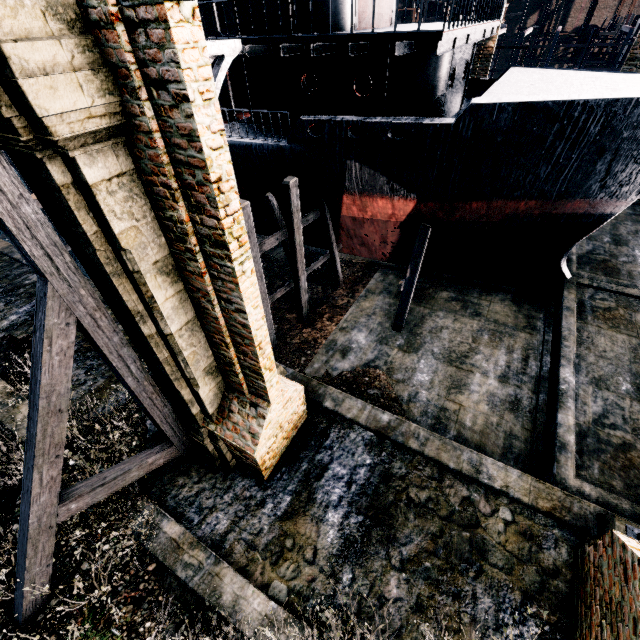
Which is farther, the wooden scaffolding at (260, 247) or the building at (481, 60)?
the building at (481, 60)

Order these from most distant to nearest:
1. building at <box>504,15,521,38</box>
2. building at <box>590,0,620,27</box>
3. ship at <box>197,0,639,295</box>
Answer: building at <box>504,15,521,38</box>
building at <box>590,0,620,27</box>
ship at <box>197,0,639,295</box>

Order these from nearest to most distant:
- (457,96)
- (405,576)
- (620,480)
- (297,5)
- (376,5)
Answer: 1. (405,576)
2. (620,480)
3. (297,5)
4. (376,5)
5. (457,96)

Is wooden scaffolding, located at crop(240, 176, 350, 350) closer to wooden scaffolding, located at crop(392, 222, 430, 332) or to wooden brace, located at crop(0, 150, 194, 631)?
wooden scaffolding, located at crop(392, 222, 430, 332)

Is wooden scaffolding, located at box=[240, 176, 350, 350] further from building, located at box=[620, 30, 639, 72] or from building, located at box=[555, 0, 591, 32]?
building, located at box=[555, 0, 591, 32]

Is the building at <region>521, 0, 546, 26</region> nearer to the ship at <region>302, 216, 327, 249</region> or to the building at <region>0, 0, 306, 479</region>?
the ship at <region>302, 216, 327, 249</region>

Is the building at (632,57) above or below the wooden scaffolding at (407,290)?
above

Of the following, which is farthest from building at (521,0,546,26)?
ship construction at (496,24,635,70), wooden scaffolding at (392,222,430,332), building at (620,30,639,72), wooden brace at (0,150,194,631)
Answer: wooden brace at (0,150,194,631)
